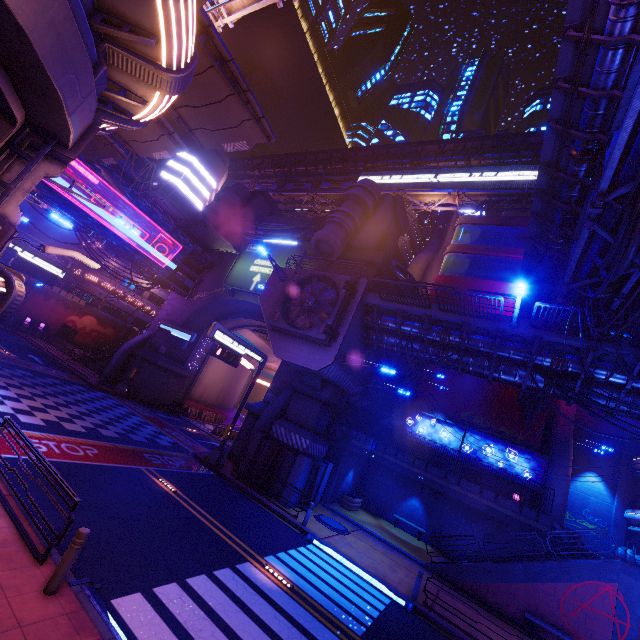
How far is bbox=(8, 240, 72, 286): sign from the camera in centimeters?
2072cm

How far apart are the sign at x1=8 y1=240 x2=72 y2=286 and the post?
21.28m

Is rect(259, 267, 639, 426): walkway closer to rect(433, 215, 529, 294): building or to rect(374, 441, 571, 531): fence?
rect(433, 215, 529, 294): building

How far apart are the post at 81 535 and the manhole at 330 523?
13.6 meters

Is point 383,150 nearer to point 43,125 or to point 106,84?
point 106,84

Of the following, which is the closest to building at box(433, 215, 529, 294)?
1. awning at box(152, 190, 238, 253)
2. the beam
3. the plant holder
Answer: the plant holder

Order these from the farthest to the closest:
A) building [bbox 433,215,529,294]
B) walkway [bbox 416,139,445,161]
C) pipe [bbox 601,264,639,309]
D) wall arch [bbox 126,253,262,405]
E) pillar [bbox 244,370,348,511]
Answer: walkway [bbox 416,139,445,161] → building [bbox 433,215,529,294] → wall arch [bbox 126,253,262,405] → pillar [bbox 244,370,348,511] → pipe [bbox 601,264,639,309]

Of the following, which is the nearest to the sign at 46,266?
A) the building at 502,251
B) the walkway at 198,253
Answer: the walkway at 198,253
